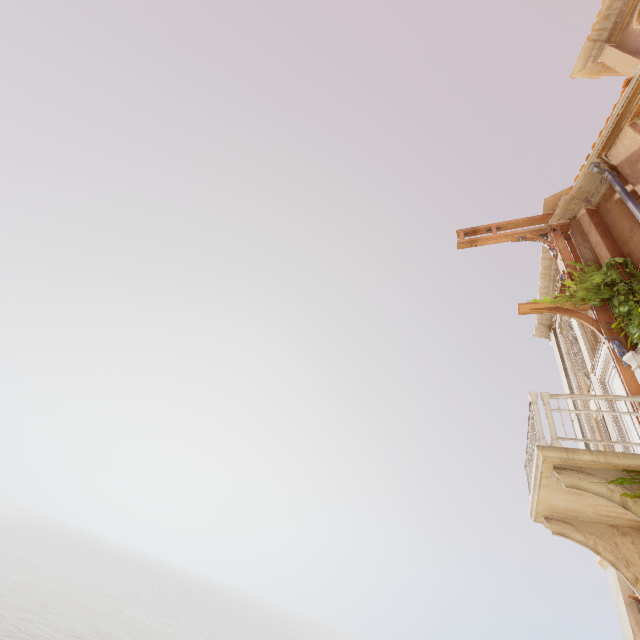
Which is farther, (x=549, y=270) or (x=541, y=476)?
(x=549, y=270)

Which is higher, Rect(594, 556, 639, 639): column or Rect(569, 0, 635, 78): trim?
Rect(569, 0, 635, 78): trim

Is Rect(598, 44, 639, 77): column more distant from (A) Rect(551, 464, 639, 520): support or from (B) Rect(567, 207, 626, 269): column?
(A) Rect(551, 464, 639, 520): support

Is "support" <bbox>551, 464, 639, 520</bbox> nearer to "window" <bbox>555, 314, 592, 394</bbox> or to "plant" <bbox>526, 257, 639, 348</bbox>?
"plant" <bbox>526, 257, 639, 348</bbox>

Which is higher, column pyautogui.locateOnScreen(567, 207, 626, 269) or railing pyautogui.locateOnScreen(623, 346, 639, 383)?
column pyautogui.locateOnScreen(567, 207, 626, 269)

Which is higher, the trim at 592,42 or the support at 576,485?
the trim at 592,42

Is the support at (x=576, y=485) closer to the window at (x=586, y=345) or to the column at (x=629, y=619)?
the column at (x=629, y=619)

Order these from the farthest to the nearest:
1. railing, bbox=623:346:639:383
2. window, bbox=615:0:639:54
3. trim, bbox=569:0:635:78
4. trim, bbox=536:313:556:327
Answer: trim, bbox=536:313:556:327 < trim, bbox=569:0:635:78 < window, bbox=615:0:639:54 < railing, bbox=623:346:639:383
